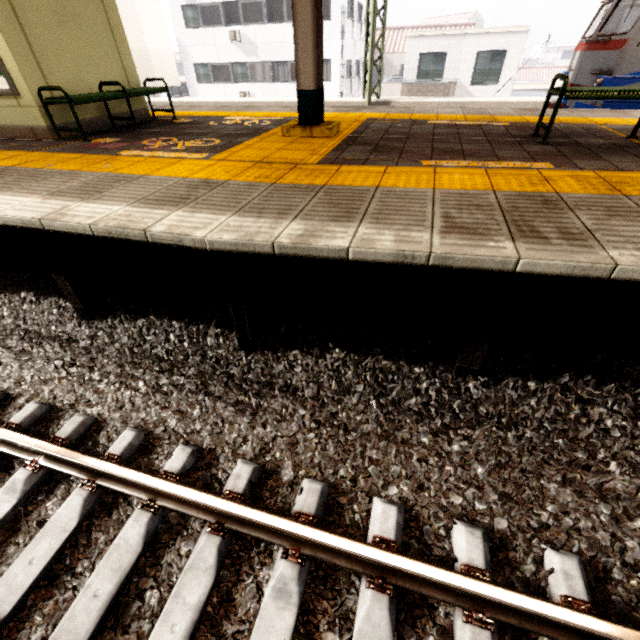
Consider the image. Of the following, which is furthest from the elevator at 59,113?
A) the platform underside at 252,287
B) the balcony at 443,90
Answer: the balcony at 443,90

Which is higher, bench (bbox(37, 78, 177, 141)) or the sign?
the sign

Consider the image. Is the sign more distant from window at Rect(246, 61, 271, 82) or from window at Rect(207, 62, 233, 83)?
window at Rect(207, 62, 233, 83)

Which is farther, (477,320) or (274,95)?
(274,95)

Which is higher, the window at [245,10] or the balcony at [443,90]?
the window at [245,10]

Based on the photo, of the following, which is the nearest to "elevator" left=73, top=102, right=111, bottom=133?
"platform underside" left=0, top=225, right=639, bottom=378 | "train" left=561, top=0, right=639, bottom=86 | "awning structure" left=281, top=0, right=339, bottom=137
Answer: "awning structure" left=281, top=0, right=339, bottom=137

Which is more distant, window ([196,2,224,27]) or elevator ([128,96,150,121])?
window ([196,2,224,27])

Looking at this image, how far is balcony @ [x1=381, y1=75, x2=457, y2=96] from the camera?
17.61m
